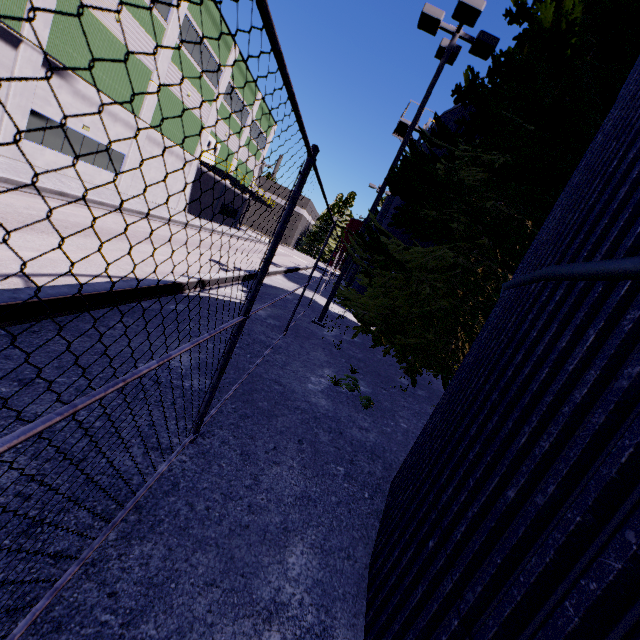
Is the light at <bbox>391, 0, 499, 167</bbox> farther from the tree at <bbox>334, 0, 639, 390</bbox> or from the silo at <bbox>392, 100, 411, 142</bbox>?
the silo at <bbox>392, 100, 411, 142</bbox>

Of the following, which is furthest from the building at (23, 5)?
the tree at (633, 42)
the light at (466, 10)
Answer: the light at (466, 10)

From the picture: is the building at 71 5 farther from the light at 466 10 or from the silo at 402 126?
the light at 466 10

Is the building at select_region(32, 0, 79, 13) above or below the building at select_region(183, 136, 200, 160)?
above

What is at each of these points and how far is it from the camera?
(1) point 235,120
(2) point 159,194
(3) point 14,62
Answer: (1) building, 33.50m
(2) building, 27.23m
(3) building, 13.91m

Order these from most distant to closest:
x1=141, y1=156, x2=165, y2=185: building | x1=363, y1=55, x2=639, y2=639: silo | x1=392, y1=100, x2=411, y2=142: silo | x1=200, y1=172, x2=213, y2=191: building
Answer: x1=200, y1=172, x2=213, y2=191: building, x1=141, y1=156, x2=165, y2=185: building, x1=392, y1=100, x2=411, y2=142: silo, x1=363, y1=55, x2=639, y2=639: silo
